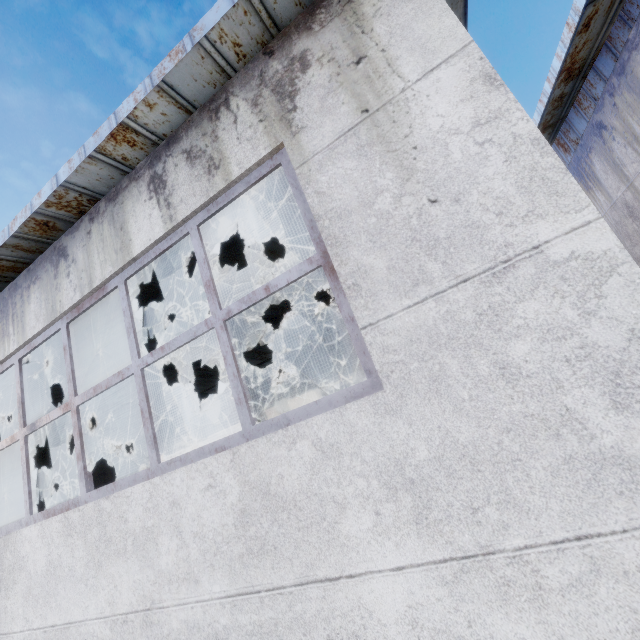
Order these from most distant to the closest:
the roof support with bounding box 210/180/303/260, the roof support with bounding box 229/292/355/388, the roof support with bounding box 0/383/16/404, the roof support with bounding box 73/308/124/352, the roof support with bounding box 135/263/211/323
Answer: the roof support with bounding box 229/292/355/388
the roof support with bounding box 0/383/16/404
the roof support with bounding box 135/263/211/323
the roof support with bounding box 73/308/124/352
the roof support with bounding box 210/180/303/260

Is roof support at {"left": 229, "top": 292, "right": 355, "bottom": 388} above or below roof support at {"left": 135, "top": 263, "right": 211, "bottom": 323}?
below

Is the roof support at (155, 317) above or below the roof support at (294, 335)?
above

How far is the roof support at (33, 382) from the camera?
7.49m

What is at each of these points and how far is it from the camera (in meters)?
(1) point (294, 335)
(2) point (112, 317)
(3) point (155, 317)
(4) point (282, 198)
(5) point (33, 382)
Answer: (1) roof support, 7.97
(2) roof support, 5.99
(3) roof support, 6.86
(4) roof support, 4.60
(5) roof support, 7.88

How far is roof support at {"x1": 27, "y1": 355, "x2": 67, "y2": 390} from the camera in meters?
7.5
